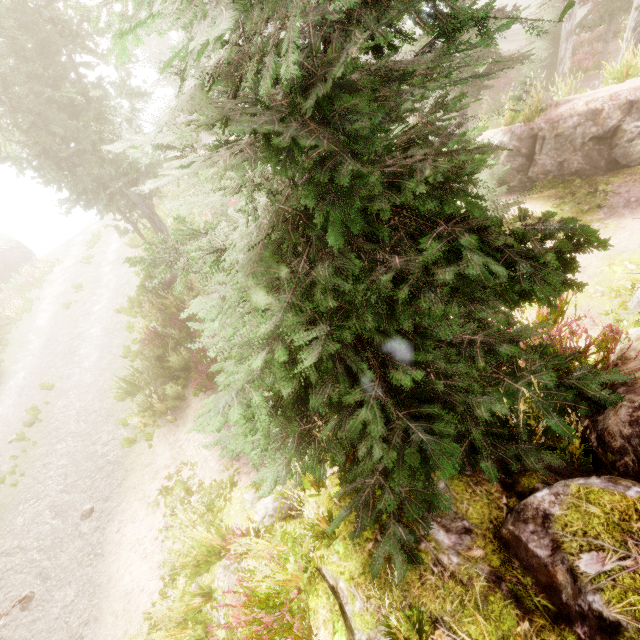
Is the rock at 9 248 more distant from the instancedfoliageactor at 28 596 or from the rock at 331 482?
the rock at 331 482

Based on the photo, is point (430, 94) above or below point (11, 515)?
above

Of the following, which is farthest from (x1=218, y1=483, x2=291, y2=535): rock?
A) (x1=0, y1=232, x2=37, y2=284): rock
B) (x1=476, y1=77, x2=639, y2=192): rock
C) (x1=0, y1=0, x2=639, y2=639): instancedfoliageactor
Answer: (x1=0, y1=232, x2=37, y2=284): rock

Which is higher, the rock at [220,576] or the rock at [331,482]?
the rock at [331,482]

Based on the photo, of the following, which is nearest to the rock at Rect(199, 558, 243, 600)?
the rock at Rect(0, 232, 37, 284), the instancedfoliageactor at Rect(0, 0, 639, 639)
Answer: the instancedfoliageactor at Rect(0, 0, 639, 639)

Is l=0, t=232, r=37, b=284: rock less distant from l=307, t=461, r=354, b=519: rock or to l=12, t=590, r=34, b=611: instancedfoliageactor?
l=12, t=590, r=34, b=611: instancedfoliageactor

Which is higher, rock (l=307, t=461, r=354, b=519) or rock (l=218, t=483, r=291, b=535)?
rock (l=307, t=461, r=354, b=519)
